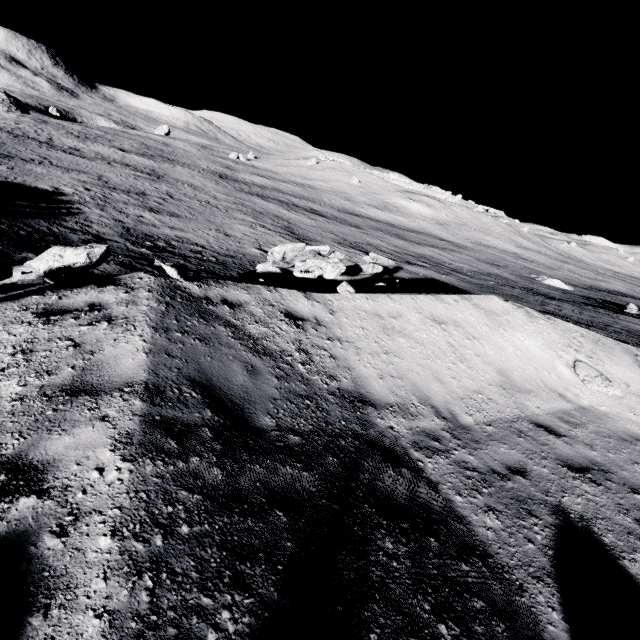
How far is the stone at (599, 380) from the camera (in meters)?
8.14

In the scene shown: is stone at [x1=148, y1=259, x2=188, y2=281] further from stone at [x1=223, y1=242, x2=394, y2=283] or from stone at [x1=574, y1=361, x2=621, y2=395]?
stone at [x1=574, y1=361, x2=621, y2=395]

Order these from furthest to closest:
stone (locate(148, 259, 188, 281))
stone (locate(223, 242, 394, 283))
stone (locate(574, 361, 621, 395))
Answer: stone (locate(223, 242, 394, 283)) < stone (locate(574, 361, 621, 395)) < stone (locate(148, 259, 188, 281))

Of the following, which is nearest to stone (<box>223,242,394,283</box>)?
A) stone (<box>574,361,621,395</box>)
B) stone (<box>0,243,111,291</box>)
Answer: stone (<box>0,243,111,291</box>)

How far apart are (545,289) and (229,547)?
58.8m

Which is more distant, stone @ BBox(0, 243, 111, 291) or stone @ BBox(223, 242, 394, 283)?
stone @ BBox(223, 242, 394, 283)

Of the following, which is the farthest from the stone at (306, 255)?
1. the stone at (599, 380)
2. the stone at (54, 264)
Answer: the stone at (599, 380)
